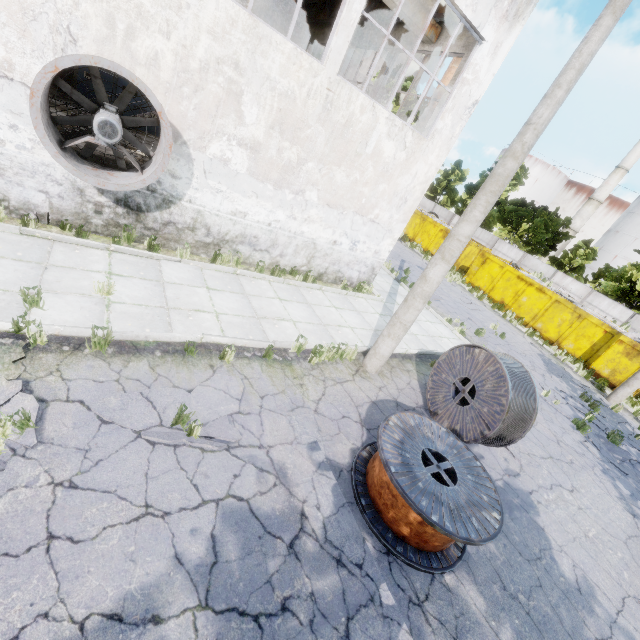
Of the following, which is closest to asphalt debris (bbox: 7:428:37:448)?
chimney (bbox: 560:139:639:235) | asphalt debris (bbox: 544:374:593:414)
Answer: asphalt debris (bbox: 544:374:593:414)

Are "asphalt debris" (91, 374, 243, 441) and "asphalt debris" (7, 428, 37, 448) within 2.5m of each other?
yes

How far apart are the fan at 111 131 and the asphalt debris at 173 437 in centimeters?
447cm

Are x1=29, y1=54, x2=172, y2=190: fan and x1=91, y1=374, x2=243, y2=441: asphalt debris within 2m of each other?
no

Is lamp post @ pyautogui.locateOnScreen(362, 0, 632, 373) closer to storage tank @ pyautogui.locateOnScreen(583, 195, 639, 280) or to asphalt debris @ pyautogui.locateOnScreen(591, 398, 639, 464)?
asphalt debris @ pyautogui.locateOnScreen(591, 398, 639, 464)

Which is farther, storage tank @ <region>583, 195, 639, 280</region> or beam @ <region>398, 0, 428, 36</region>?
storage tank @ <region>583, 195, 639, 280</region>

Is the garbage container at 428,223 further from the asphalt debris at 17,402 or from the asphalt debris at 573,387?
the asphalt debris at 17,402

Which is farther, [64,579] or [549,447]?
[549,447]
